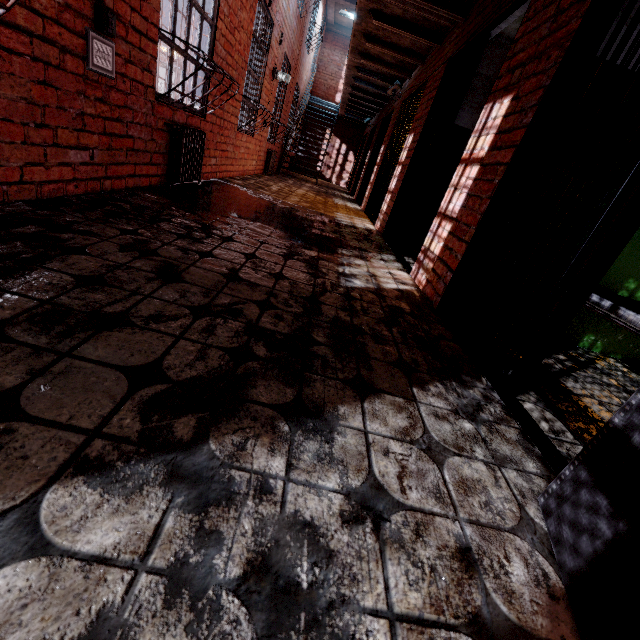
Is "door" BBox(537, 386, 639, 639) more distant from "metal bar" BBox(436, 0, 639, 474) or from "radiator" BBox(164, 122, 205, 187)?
"radiator" BBox(164, 122, 205, 187)

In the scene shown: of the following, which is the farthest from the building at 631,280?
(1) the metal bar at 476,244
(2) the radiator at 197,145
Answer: (2) the radiator at 197,145

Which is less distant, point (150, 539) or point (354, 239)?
point (150, 539)

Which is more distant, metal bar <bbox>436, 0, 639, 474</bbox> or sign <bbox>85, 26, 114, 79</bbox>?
sign <bbox>85, 26, 114, 79</bbox>

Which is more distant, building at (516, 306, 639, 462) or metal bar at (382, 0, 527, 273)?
metal bar at (382, 0, 527, 273)

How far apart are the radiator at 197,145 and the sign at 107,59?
0.89m

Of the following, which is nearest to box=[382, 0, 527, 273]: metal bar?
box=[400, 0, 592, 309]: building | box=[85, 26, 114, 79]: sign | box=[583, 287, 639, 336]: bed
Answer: box=[400, 0, 592, 309]: building

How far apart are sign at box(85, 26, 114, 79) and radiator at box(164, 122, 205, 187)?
0.89m
